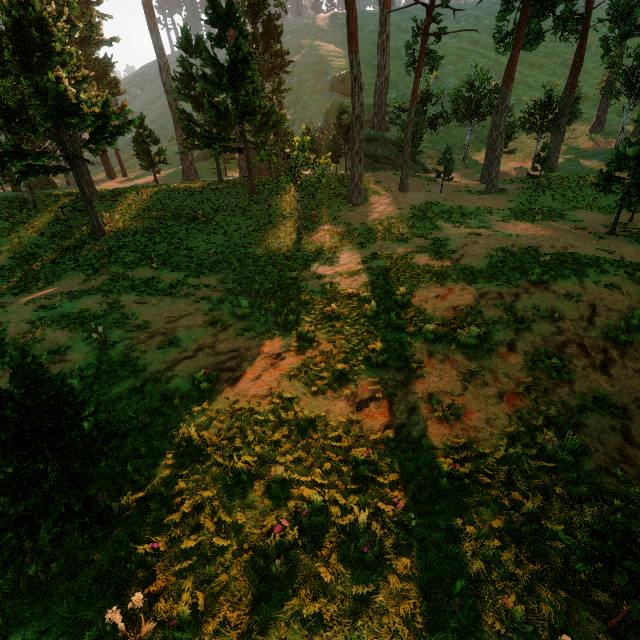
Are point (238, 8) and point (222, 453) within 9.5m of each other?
no

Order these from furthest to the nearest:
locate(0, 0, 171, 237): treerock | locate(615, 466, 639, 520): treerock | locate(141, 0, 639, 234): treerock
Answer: locate(141, 0, 639, 234): treerock, locate(0, 0, 171, 237): treerock, locate(615, 466, 639, 520): treerock

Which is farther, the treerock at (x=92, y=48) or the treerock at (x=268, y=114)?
the treerock at (x=268, y=114)

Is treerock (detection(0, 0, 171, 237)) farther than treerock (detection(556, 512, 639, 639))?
Yes

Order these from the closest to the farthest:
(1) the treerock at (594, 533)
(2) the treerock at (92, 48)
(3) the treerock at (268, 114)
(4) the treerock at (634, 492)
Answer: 1. (1) the treerock at (594, 533)
2. (4) the treerock at (634, 492)
3. (2) the treerock at (92, 48)
4. (3) the treerock at (268, 114)

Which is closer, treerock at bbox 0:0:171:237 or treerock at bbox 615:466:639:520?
treerock at bbox 615:466:639:520

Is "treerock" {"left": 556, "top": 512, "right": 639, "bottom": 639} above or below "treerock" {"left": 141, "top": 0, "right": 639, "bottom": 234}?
below
